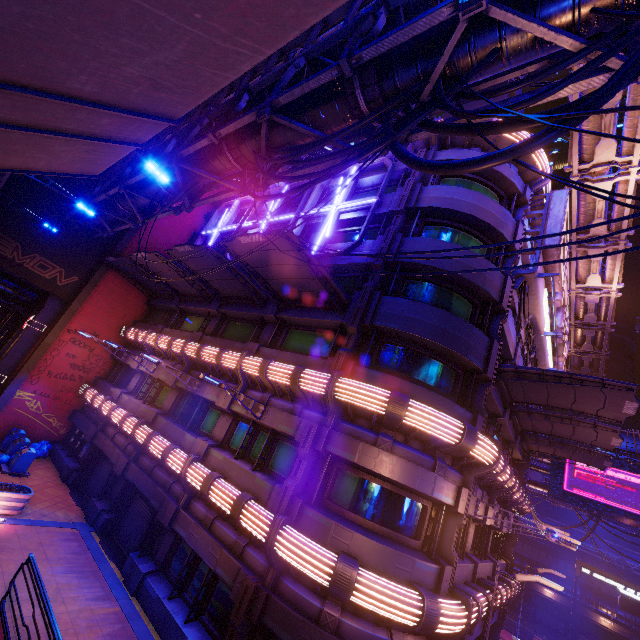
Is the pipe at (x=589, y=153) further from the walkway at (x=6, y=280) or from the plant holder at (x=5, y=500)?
the plant holder at (x=5, y=500)

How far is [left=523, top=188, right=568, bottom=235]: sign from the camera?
13.9 meters

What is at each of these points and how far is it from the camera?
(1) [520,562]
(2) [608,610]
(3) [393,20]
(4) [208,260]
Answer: (1) walkway, 40.8m
(2) walkway, 35.2m
(3) walkway, 8.0m
(4) awning, 15.1m

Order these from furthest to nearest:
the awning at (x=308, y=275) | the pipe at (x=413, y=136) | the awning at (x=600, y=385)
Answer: the awning at (x=308, y=275)
the awning at (x=600, y=385)
the pipe at (x=413, y=136)

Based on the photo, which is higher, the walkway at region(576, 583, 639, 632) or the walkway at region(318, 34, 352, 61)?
the walkway at region(318, 34, 352, 61)

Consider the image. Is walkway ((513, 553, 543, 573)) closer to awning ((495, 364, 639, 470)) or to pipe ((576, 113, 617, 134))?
pipe ((576, 113, 617, 134))

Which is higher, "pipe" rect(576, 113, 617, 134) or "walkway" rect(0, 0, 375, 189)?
"pipe" rect(576, 113, 617, 134)

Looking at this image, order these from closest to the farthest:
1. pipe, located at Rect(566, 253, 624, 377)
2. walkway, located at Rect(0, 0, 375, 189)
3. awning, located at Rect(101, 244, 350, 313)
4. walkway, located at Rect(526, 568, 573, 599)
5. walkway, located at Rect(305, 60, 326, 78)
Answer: walkway, located at Rect(0, 0, 375, 189) → walkway, located at Rect(305, 60, 326, 78) → awning, located at Rect(101, 244, 350, 313) → pipe, located at Rect(566, 253, 624, 377) → walkway, located at Rect(526, 568, 573, 599)
